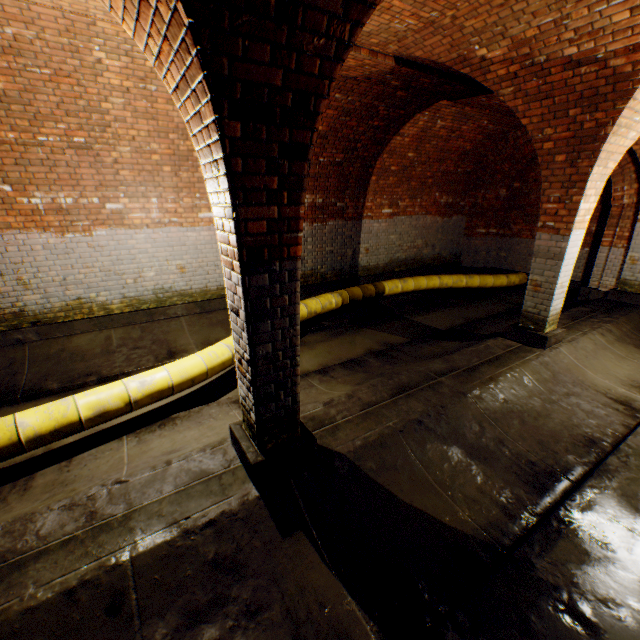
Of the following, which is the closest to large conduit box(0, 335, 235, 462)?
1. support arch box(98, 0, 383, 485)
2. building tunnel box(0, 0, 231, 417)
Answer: building tunnel box(0, 0, 231, 417)

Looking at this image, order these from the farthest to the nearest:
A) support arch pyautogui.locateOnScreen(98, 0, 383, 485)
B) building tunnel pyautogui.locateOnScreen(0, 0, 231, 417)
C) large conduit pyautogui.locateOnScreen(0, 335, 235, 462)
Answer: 1. building tunnel pyautogui.locateOnScreen(0, 0, 231, 417)
2. large conduit pyautogui.locateOnScreen(0, 335, 235, 462)
3. support arch pyautogui.locateOnScreen(98, 0, 383, 485)

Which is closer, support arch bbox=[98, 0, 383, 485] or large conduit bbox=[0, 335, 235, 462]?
support arch bbox=[98, 0, 383, 485]

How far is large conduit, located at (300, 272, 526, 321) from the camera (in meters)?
7.12

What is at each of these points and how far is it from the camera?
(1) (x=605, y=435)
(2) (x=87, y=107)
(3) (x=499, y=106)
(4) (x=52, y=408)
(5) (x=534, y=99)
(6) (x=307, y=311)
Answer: (1) building tunnel, 3.8m
(2) building tunnel, 4.8m
(3) building tunnel, 7.1m
(4) large conduit, 3.4m
(5) support arch, 4.3m
(6) large conduit, 6.8m

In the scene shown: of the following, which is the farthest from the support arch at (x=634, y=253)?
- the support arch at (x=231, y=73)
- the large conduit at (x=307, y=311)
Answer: the support arch at (x=231, y=73)

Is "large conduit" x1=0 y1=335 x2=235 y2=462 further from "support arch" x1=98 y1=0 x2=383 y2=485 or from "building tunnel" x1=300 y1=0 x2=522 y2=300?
"support arch" x1=98 y1=0 x2=383 y2=485

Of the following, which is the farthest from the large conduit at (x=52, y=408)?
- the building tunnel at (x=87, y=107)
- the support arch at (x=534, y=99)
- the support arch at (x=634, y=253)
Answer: the support arch at (x=534, y=99)
